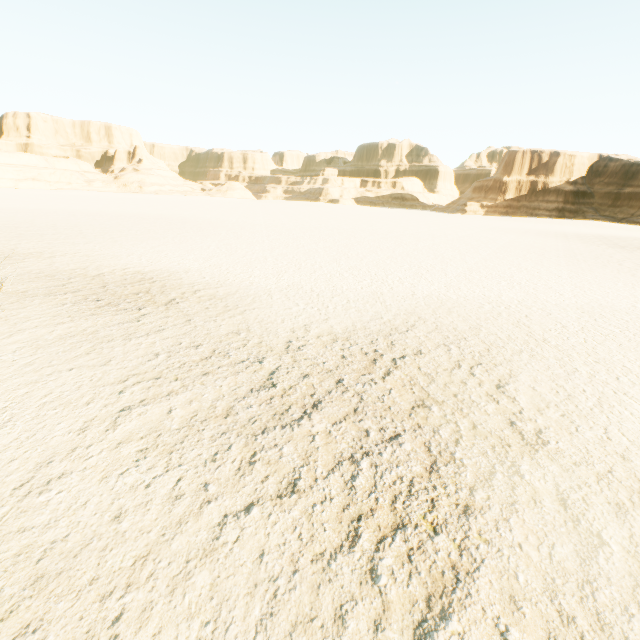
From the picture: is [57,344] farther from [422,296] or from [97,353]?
[422,296]
